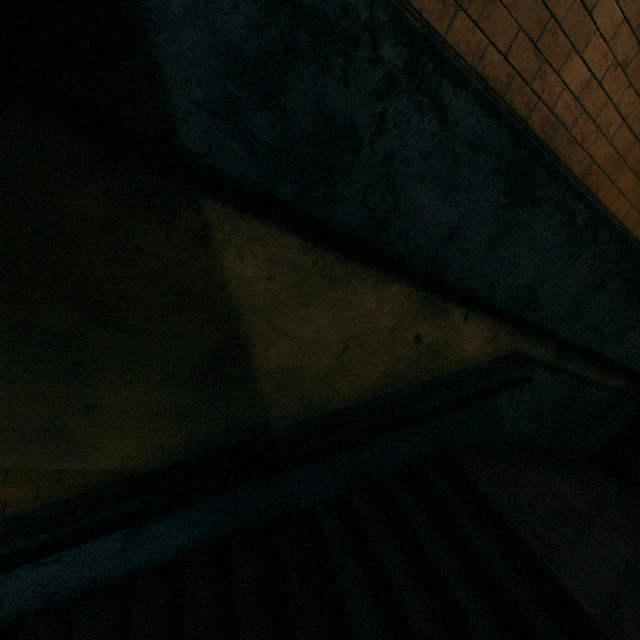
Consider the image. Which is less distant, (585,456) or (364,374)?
(364,374)

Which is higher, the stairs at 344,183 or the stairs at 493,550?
the stairs at 344,183

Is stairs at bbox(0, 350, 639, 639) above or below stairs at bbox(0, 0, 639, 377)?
below

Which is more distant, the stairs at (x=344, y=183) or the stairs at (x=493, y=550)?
the stairs at (x=493, y=550)

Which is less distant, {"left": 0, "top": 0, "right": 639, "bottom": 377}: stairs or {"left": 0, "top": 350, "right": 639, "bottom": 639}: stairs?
{"left": 0, "top": 0, "right": 639, "bottom": 377}: stairs
